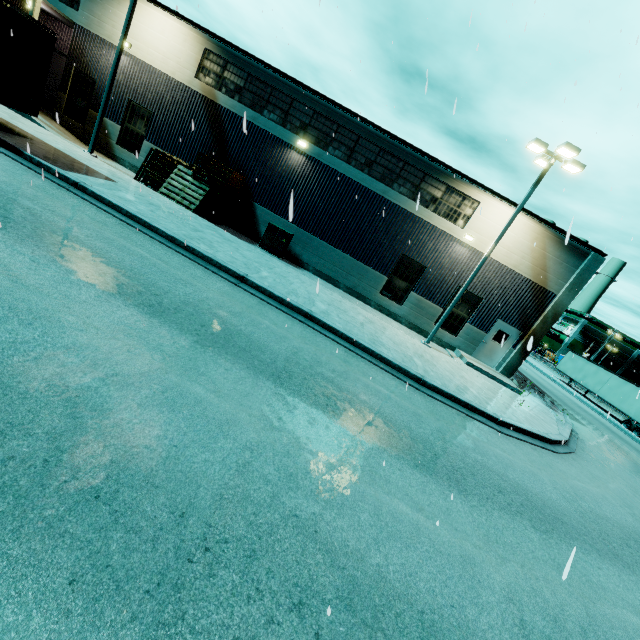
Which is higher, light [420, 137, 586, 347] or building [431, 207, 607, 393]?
light [420, 137, 586, 347]

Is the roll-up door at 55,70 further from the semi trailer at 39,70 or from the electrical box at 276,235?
A: the electrical box at 276,235

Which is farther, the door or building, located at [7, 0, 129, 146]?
the door

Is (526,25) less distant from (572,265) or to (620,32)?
(620,32)

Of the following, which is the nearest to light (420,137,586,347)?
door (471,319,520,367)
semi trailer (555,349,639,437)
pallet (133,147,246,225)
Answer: door (471,319,520,367)

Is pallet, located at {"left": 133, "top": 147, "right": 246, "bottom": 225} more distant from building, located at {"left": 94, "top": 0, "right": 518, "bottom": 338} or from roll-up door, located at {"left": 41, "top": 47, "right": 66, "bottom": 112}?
roll-up door, located at {"left": 41, "top": 47, "right": 66, "bottom": 112}

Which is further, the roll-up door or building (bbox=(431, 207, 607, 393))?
the roll-up door

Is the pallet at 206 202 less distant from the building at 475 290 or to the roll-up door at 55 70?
the building at 475 290
